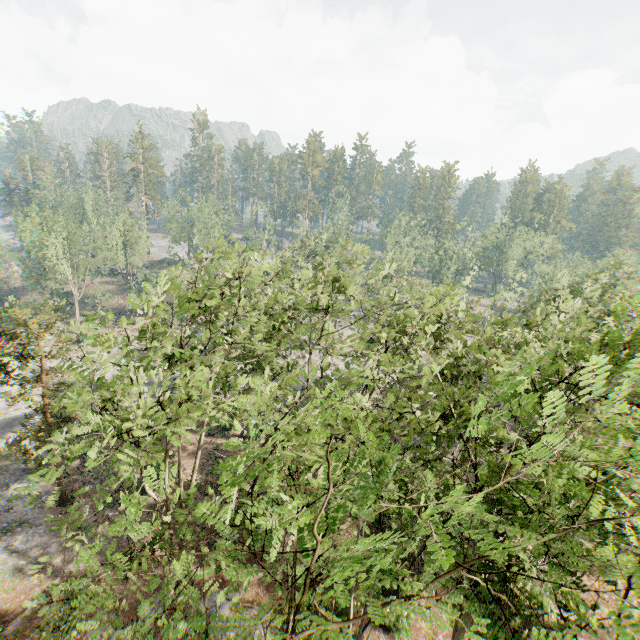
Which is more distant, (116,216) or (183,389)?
(116,216)
